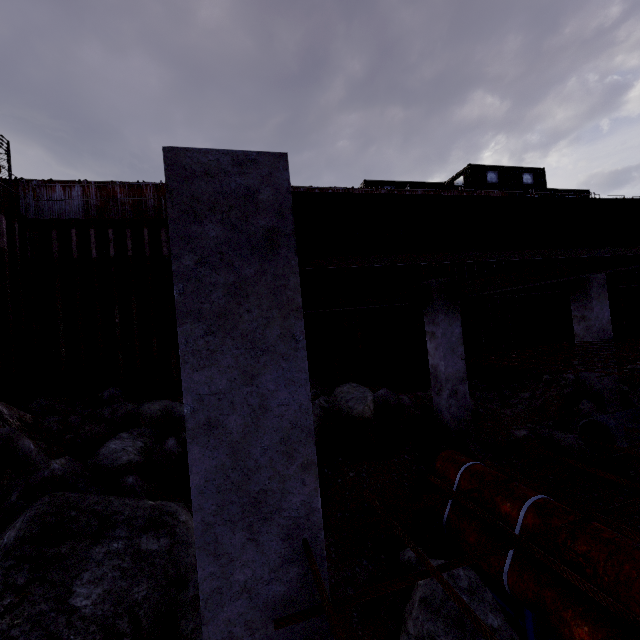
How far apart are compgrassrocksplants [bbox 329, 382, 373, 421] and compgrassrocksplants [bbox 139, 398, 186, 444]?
3.20m

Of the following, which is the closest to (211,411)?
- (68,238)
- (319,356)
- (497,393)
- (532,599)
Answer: (532,599)

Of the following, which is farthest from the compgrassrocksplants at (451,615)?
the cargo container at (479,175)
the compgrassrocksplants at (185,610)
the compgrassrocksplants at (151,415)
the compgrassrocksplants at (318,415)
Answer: the cargo container at (479,175)

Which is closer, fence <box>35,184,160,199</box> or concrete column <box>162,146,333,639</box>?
concrete column <box>162,146,333,639</box>

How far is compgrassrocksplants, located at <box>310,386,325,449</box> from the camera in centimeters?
737cm

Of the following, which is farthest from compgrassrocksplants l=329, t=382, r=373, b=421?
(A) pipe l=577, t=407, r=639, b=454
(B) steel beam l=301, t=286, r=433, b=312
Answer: (A) pipe l=577, t=407, r=639, b=454

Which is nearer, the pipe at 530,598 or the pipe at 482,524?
the pipe at 530,598

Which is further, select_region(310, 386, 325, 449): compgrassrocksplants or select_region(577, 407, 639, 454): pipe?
select_region(310, 386, 325, 449): compgrassrocksplants
